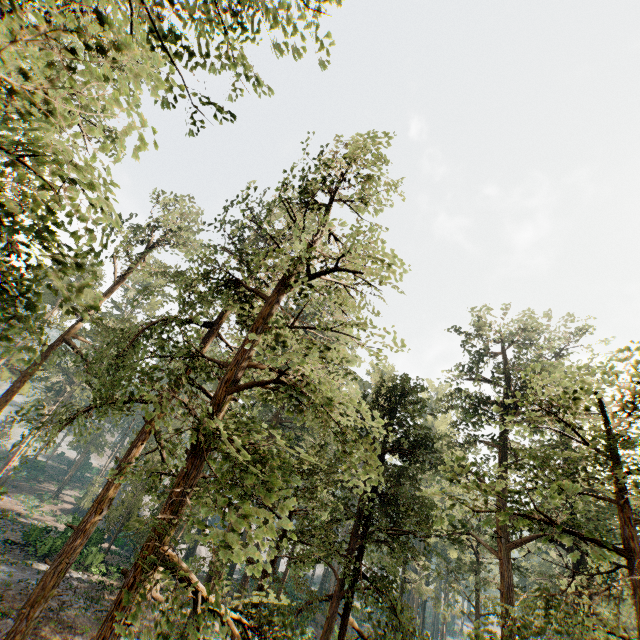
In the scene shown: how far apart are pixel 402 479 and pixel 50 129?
21.8m
